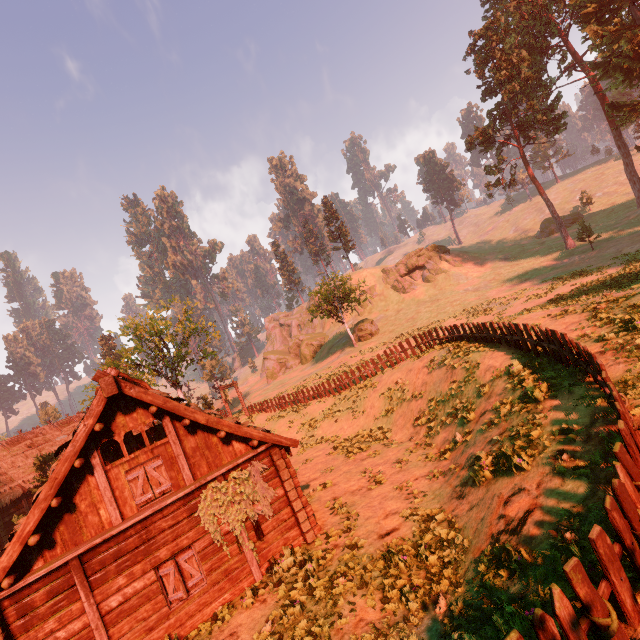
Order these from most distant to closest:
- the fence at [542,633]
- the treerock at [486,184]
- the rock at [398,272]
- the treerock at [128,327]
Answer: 1. the rock at [398,272]
2. the treerock at [486,184]
3. the treerock at [128,327]
4. the fence at [542,633]

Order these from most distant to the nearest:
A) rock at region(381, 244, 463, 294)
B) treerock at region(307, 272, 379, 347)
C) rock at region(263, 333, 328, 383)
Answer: rock at region(263, 333, 328, 383), rock at region(381, 244, 463, 294), treerock at region(307, 272, 379, 347)

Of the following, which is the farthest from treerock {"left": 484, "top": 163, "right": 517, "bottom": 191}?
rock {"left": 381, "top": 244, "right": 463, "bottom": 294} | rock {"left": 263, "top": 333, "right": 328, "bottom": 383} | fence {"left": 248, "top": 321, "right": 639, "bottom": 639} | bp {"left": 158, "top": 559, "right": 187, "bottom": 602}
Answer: bp {"left": 158, "top": 559, "right": 187, "bottom": 602}

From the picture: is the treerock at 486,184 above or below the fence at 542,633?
above

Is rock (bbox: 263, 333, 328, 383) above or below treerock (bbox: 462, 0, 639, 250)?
below

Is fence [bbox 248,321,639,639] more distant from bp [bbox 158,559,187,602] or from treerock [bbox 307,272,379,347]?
bp [bbox 158,559,187,602]

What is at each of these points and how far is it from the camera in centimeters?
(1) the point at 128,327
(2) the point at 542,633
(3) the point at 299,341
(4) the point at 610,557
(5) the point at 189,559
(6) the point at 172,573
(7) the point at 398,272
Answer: (1) treerock, 3475cm
(2) fence, 353cm
(3) rock, 5725cm
(4) fence, 412cm
(5) bp, 977cm
(6) bp, 934cm
(7) rock, 5634cm

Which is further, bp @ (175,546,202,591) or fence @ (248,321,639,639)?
bp @ (175,546,202,591)
